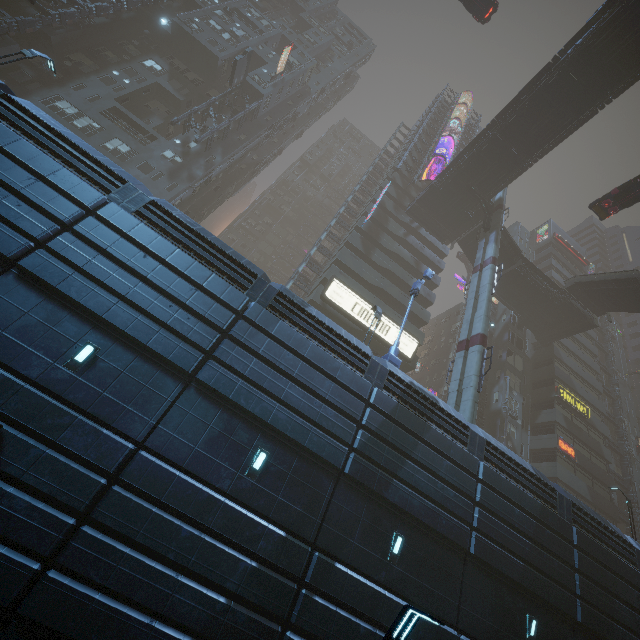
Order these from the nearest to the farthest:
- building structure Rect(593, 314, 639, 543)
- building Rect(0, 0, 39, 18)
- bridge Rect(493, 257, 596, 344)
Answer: building Rect(0, 0, 39, 18) < bridge Rect(493, 257, 596, 344) < building structure Rect(593, 314, 639, 543)

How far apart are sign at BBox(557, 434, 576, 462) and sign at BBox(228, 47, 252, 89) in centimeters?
4969cm

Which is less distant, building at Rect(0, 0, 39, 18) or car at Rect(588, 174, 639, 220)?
car at Rect(588, 174, 639, 220)

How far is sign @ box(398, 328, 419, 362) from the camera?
29.88m

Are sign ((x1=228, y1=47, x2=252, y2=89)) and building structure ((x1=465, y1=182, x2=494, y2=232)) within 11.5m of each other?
no

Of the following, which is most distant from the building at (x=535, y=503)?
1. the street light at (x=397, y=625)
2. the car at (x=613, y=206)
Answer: Answer: the street light at (x=397, y=625)

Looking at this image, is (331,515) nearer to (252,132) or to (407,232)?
(407,232)

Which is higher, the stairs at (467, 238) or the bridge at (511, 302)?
the stairs at (467, 238)
